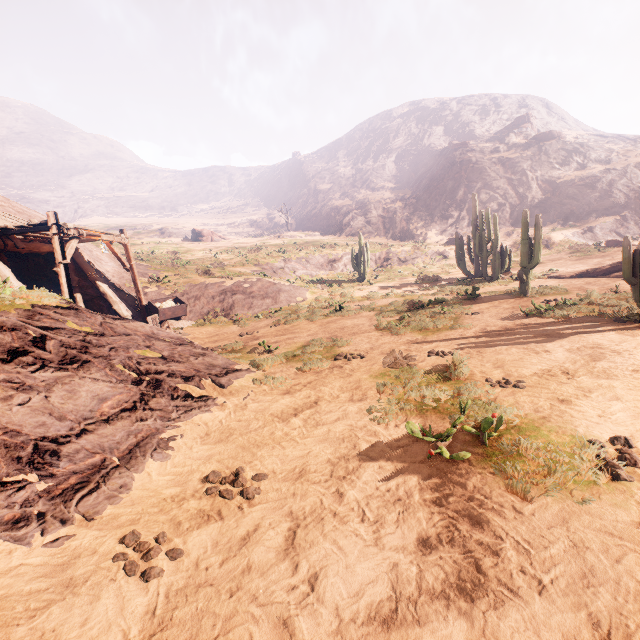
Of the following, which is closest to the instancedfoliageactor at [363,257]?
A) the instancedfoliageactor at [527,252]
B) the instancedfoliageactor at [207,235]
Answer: the instancedfoliageactor at [527,252]

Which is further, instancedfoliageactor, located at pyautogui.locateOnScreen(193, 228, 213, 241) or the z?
instancedfoliageactor, located at pyautogui.locateOnScreen(193, 228, 213, 241)

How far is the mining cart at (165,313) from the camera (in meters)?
15.38

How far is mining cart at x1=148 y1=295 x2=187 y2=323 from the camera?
15.38m

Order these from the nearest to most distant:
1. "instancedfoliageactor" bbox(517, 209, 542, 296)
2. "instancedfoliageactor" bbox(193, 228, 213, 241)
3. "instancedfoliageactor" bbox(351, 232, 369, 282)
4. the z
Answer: the z < "instancedfoliageactor" bbox(517, 209, 542, 296) < "instancedfoliageactor" bbox(351, 232, 369, 282) < "instancedfoliageactor" bbox(193, 228, 213, 241)

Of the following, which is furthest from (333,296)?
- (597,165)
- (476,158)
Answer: (476,158)

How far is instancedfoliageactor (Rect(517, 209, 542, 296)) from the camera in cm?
1276

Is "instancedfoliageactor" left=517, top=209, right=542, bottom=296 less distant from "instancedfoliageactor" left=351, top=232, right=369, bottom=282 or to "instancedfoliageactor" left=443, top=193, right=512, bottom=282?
"instancedfoliageactor" left=443, top=193, right=512, bottom=282
